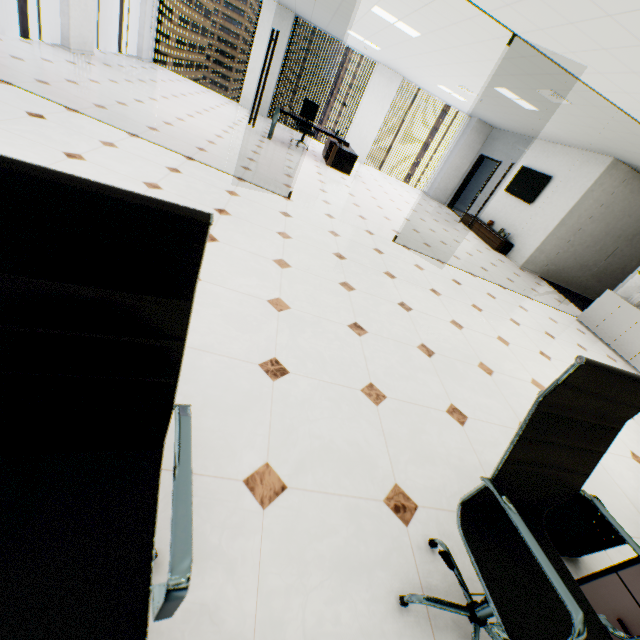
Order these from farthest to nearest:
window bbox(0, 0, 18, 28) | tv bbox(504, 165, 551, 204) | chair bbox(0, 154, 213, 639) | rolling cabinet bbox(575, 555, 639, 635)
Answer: tv bbox(504, 165, 551, 204)
window bbox(0, 0, 18, 28)
rolling cabinet bbox(575, 555, 639, 635)
chair bbox(0, 154, 213, 639)

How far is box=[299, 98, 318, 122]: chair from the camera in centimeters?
929cm

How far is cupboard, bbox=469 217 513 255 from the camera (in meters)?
9.30

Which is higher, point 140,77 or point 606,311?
point 606,311

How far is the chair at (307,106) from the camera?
9.3m

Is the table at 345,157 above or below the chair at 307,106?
below

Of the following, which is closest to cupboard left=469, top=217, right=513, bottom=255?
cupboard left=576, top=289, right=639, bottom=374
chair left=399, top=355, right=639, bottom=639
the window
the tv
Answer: the tv

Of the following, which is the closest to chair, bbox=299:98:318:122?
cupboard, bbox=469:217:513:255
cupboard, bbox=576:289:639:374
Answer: cupboard, bbox=469:217:513:255
